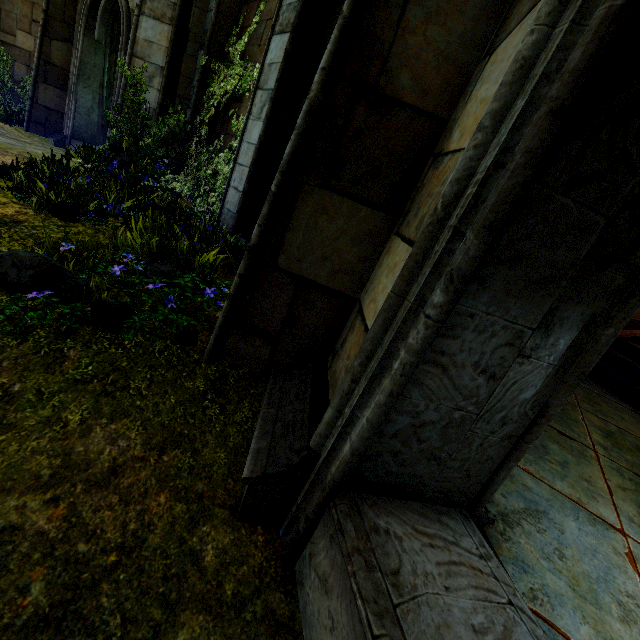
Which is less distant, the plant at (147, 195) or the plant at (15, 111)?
the plant at (147, 195)

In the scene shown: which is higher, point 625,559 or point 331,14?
point 331,14

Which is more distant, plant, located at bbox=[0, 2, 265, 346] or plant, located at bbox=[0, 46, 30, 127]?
plant, located at bbox=[0, 46, 30, 127]
